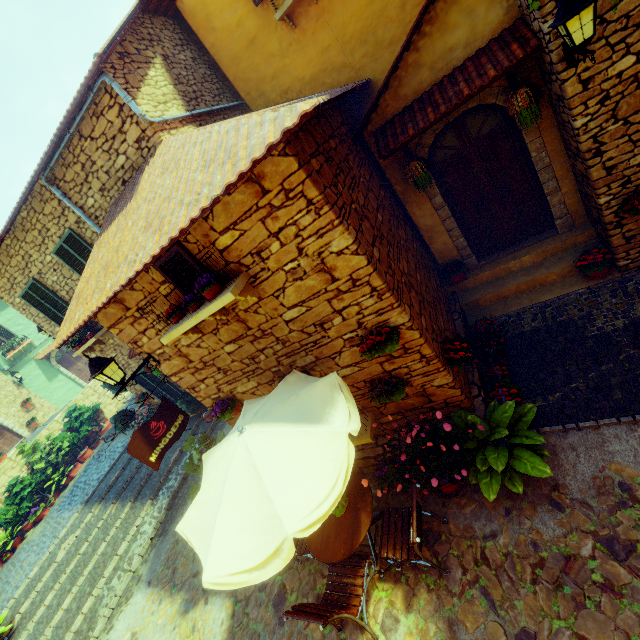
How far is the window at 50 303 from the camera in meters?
8.8

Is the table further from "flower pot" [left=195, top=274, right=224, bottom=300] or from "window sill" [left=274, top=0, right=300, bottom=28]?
"window sill" [left=274, top=0, right=300, bottom=28]

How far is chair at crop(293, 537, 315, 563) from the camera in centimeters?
490cm

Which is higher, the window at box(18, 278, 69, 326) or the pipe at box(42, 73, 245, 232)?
the pipe at box(42, 73, 245, 232)

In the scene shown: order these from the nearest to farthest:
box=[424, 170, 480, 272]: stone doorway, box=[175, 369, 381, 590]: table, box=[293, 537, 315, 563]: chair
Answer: box=[175, 369, 381, 590]: table
box=[293, 537, 315, 563]: chair
box=[424, 170, 480, 272]: stone doorway

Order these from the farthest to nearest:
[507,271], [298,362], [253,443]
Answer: [507,271] < [298,362] < [253,443]

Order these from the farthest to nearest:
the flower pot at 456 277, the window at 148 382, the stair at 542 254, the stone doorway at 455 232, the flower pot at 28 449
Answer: the flower pot at 28 449 → the window at 148 382 → the flower pot at 456 277 → the stone doorway at 455 232 → the stair at 542 254

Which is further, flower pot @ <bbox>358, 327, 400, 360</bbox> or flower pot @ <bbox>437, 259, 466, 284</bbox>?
flower pot @ <bbox>437, 259, 466, 284</bbox>
